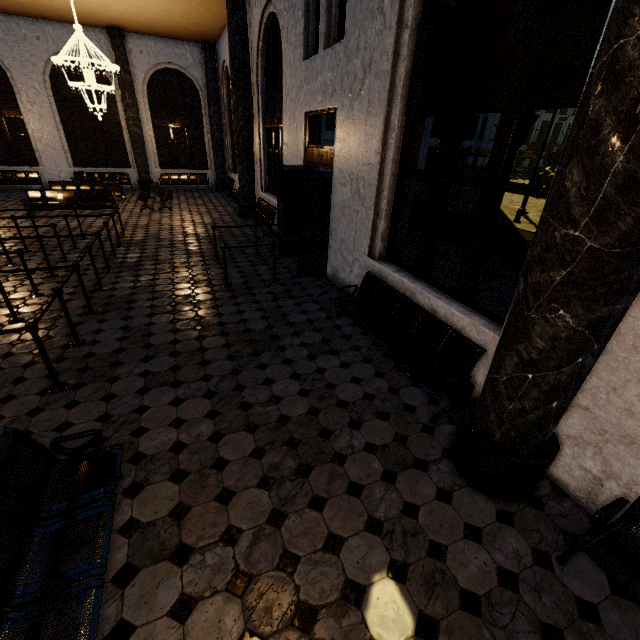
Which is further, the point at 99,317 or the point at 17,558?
the point at 99,317
